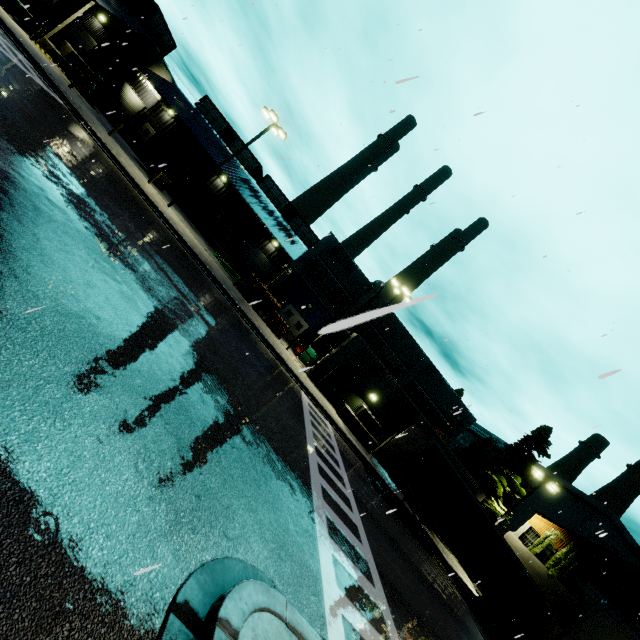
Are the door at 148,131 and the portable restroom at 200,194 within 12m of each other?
yes

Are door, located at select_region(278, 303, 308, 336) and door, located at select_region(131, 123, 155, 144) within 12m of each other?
no

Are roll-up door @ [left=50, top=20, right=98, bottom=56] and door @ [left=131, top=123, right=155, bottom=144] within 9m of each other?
yes

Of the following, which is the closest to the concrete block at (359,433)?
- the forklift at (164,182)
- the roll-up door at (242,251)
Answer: the roll-up door at (242,251)

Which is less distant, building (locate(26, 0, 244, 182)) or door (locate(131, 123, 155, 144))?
building (locate(26, 0, 244, 182))

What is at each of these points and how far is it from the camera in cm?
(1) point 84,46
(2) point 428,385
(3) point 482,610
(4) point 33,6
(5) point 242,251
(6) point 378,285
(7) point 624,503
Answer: (1) roll-up door, 3038
(2) building, 3350
(3) semi trailer, 2042
(4) semi trailer, 2906
(5) roll-up door, 3850
(6) vent duct, 3138
(7) smokestack, 4278

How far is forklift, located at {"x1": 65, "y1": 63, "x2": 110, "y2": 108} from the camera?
25.89m

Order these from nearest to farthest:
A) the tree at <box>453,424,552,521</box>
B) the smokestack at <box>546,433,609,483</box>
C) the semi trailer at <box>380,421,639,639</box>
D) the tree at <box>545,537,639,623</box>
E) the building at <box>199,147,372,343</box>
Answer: the semi trailer at <box>380,421,639,639</box>
the tree at <box>545,537,639,623</box>
the tree at <box>453,424,552,521</box>
the building at <box>199,147,372,343</box>
the smokestack at <box>546,433,609,483</box>
